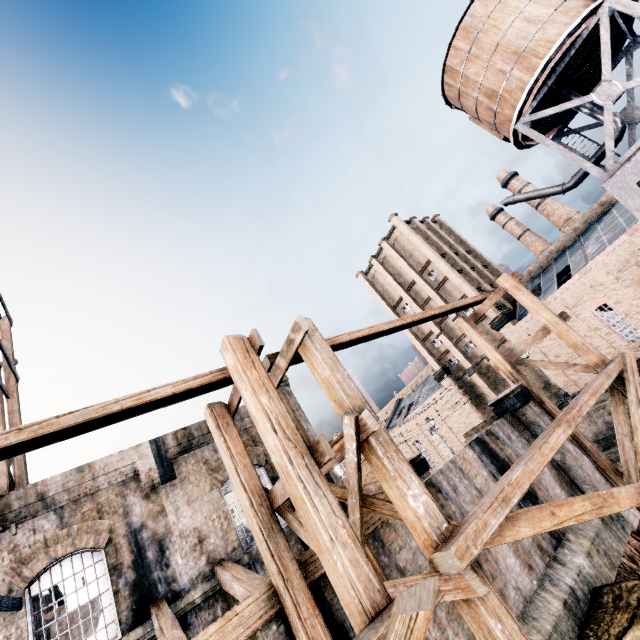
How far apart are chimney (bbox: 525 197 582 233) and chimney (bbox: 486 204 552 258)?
2.62m

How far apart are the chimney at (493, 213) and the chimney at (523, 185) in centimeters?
262cm

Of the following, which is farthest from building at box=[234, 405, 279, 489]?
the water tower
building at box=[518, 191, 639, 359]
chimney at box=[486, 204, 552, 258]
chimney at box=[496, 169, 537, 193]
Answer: chimney at box=[486, 204, 552, 258]

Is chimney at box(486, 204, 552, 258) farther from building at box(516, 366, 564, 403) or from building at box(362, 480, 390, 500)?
building at box(362, 480, 390, 500)

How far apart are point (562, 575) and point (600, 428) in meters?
14.5 m

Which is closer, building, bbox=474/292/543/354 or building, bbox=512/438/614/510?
building, bbox=512/438/614/510

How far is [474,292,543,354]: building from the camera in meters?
33.5
